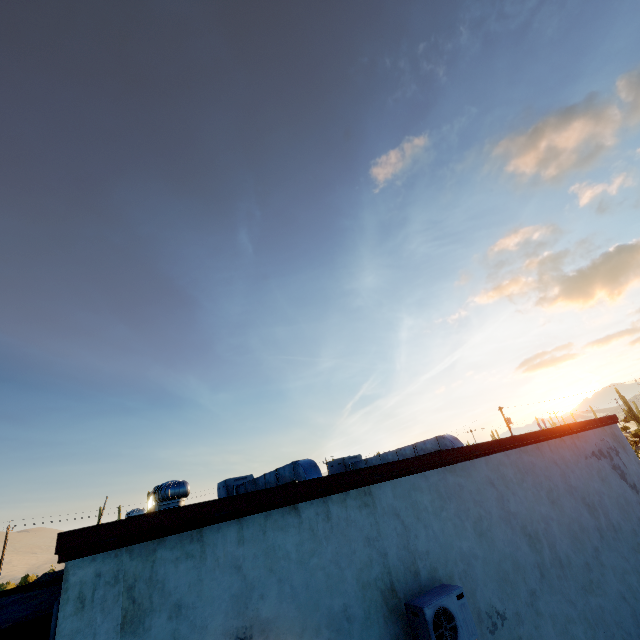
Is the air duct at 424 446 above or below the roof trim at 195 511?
above

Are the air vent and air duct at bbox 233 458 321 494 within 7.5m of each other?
yes

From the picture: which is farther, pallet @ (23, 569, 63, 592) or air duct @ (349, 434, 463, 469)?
air duct @ (349, 434, 463, 469)

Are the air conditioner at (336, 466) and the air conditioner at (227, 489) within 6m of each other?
yes

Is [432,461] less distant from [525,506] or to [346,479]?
[346,479]

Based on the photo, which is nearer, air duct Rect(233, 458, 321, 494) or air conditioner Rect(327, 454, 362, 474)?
air duct Rect(233, 458, 321, 494)

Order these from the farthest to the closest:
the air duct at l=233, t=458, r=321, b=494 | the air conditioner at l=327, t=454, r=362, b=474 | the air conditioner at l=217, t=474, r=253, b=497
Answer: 1. the air conditioner at l=327, t=454, r=362, b=474
2. the air conditioner at l=217, t=474, r=253, b=497
3. the air duct at l=233, t=458, r=321, b=494

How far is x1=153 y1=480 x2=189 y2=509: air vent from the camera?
5.5m
